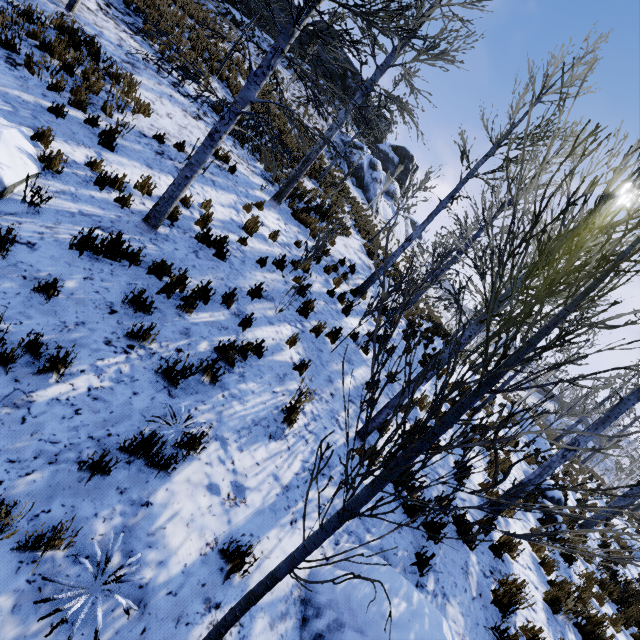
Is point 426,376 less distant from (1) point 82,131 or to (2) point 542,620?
(2) point 542,620

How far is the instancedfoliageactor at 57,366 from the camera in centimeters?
326cm

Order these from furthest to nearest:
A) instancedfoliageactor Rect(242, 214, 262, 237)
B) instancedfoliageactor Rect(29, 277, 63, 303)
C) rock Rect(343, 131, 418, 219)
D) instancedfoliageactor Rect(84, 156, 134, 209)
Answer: rock Rect(343, 131, 418, 219) < instancedfoliageactor Rect(242, 214, 262, 237) < instancedfoliageactor Rect(84, 156, 134, 209) < instancedfoliageactor Rect(29, 277, 63, 303)

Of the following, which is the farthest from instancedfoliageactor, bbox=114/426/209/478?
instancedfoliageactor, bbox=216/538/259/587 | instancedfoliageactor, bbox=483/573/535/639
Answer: instancedfoliageactor, bbox=483/573/535/639

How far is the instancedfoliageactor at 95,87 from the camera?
6.6 meters

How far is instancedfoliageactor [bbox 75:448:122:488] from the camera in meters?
3.0 m

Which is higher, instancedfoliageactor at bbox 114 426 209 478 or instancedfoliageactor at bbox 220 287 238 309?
instancedfoliageactor at bbox 220 287 238 309

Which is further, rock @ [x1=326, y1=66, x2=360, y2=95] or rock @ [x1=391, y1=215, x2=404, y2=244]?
rock @ [x1=391, y1=215, x2=404, y2=244]
